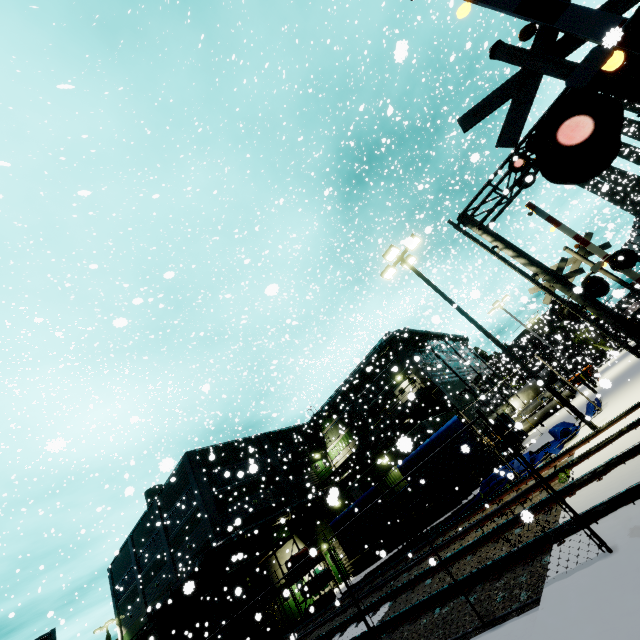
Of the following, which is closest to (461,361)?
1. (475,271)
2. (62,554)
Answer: (475,271)

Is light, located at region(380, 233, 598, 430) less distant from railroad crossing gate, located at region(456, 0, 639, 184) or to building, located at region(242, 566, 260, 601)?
railroad crossing gate, located at region(456, 0, 639, 184)

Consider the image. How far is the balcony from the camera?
28.8 meters

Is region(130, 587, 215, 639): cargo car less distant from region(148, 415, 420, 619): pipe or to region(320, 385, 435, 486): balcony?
region(148, 415, 420, 619): pipe

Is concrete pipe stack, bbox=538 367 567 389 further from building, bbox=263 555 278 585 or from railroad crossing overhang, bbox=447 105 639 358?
railroad crossing overhang, bbox=447 105 639 358

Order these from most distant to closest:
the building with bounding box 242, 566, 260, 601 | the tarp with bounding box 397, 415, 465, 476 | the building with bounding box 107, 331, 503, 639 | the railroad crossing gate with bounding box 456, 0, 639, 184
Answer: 1. the building with bounding box 107, 331, 503, 639
2. the building with bounding box 242, 566, 260, 601
3. the tarp with bounding box 397, 415, 465, 476
4. the railroad crossing gate with bounding box 456, 0, 639, 184

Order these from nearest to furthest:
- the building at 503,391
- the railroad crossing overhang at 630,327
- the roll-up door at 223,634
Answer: the railroad crossing overhang at 630,327
the roll-up door at 223,634
the building at 503,391

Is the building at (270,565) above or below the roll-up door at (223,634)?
above
